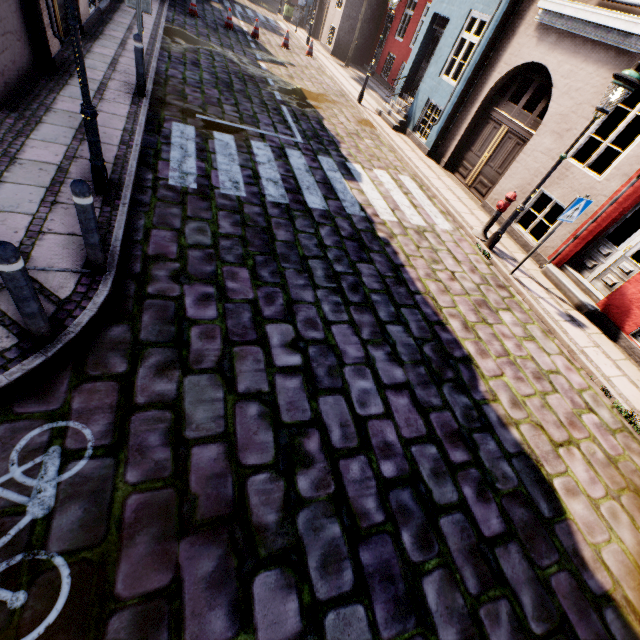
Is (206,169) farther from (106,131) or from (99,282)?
(99,282)

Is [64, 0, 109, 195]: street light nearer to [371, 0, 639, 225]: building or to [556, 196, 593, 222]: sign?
[556, 196, 593, 222]: sign

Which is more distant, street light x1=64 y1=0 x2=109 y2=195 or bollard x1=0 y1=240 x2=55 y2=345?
street light x1=64 y1=0 x2=109 y2=195

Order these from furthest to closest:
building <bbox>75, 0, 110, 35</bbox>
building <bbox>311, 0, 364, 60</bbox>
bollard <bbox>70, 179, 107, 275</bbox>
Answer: building <bbox>311, 0, 364, 60</bbox>, building <bbox>75, 0, 110, 35</bbox>, bollard <bbox>70, 179, 107, 275</bbox>

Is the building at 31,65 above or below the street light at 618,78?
below

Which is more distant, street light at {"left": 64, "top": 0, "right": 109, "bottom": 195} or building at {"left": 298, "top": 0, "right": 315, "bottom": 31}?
building at {"left": 298, "top": 0, "right": 315, "bottom": 31}

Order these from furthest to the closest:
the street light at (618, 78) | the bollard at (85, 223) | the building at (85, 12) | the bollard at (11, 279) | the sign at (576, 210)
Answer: the building at (85, 12)
the sign at (576, 210)
the street light at (618, 78)
the bollard at (85, 223)
the bollard at (11, 279)

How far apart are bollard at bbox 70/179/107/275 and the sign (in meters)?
7.48
